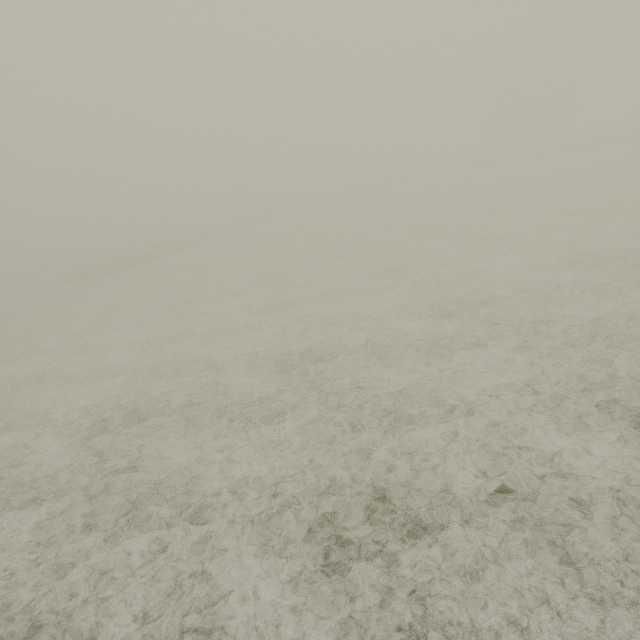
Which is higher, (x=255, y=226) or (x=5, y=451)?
(x=255, y=226)
